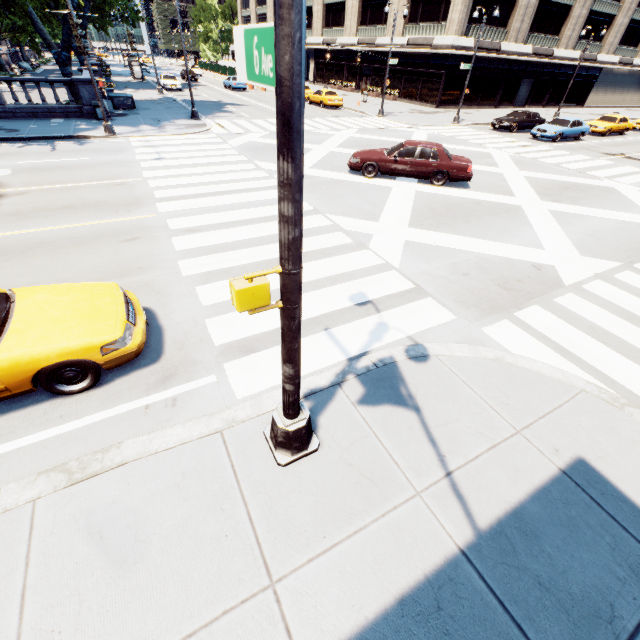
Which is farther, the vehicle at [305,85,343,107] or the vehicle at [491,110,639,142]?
the vehicle at [305,85,343,107]

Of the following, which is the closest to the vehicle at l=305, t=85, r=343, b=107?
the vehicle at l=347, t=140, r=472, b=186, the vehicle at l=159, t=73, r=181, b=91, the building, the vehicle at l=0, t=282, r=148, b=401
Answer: the building

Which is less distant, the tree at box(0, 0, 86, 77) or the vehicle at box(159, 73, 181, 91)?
the tree at box(0, 0, 86, 77)

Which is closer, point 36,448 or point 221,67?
point 36,448

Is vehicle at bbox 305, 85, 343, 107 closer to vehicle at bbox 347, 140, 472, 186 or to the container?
the container

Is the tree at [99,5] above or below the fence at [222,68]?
above

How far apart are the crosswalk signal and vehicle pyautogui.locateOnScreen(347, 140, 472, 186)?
12.8m

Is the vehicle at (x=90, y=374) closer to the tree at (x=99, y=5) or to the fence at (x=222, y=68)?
the tree at (x=99, y=5)
